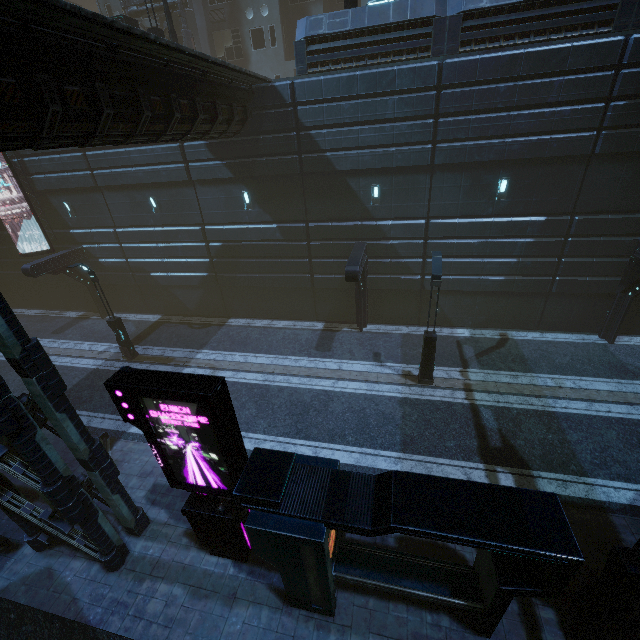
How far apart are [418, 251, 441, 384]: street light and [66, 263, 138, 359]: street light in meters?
14.9 m

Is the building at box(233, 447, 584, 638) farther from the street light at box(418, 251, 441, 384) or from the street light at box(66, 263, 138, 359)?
the street light at box(66, 263, 138, 359)

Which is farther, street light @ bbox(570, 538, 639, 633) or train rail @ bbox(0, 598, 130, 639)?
train rail @ bbox(0, 598, 130, 639)

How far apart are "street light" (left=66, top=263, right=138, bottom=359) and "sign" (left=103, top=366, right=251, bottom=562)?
10.8m

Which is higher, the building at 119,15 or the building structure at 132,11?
the building at 119,15

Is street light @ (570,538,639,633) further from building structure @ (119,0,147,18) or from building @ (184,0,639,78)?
building structure @ (119,0,147,18)

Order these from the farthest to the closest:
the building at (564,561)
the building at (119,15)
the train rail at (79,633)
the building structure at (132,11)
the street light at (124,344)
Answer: the building structure at (132,11) < the building at (119,15) < the street light at (124,344) < the train rail at (79,633) < the building at (564,561)

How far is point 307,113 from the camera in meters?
14.0
